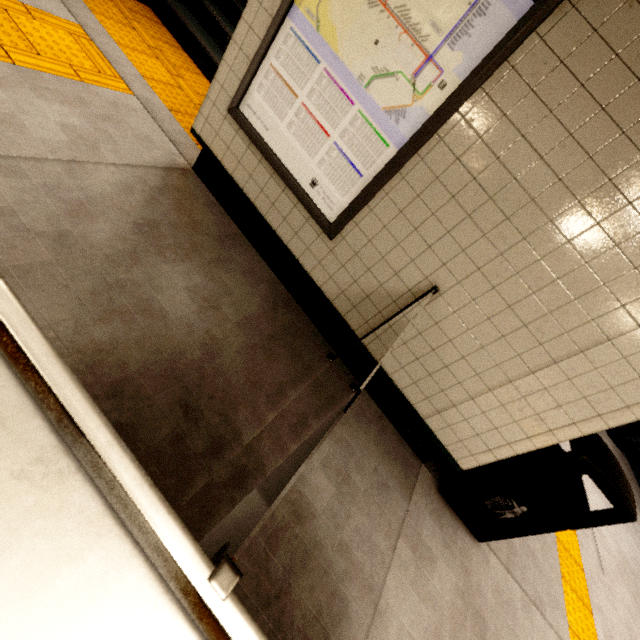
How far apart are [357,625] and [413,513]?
0.9m

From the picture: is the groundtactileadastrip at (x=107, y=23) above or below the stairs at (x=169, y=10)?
below

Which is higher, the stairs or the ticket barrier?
the ticket barrier

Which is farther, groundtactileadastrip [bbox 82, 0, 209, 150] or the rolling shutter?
groundtactileadastrip [bbox 82, 0, 209, 150]

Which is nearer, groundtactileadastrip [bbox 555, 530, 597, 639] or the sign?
the sign

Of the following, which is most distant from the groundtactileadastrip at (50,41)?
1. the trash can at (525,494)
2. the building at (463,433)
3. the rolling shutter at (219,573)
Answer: the trash can at (525,494)

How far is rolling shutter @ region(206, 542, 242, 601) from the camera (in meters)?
0.52

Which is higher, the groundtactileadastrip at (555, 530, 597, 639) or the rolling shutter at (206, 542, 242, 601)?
the rolling shutter at (206, 542, 242, 601)
